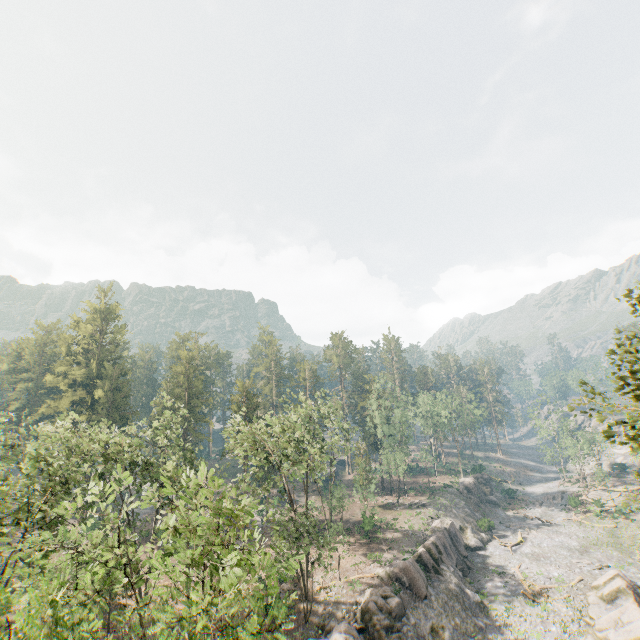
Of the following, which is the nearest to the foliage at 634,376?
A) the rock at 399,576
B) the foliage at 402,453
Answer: the rock at 399,576

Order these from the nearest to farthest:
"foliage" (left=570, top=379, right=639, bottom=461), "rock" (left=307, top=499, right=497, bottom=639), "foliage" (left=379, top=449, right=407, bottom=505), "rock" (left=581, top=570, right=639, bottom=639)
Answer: "foliage" (left=570, top=379, right=639, bottom=461)
"rock" (left=581, top=570, right=639, bottom=639)
"rock" (left=307, top=499, right=497, bottom=639)
"foliage" (left=379, top=449, right=407, bottom=505)

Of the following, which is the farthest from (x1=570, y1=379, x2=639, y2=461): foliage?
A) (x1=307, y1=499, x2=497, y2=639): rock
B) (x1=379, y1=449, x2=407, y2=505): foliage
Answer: (x1=379, y1=449, x2=407, y2=505): foliage

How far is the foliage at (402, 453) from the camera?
55.4 meters

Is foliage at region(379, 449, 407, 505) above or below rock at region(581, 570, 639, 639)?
above

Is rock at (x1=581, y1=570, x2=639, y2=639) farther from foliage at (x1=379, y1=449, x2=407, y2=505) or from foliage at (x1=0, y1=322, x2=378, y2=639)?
foliage at (x1=379, y1=449, x2=407, y2=505)

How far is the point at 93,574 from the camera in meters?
10.8

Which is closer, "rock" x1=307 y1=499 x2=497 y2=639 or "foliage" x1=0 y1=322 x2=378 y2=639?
"foliage" x1=0 y1=322 x2=378 y2=639
